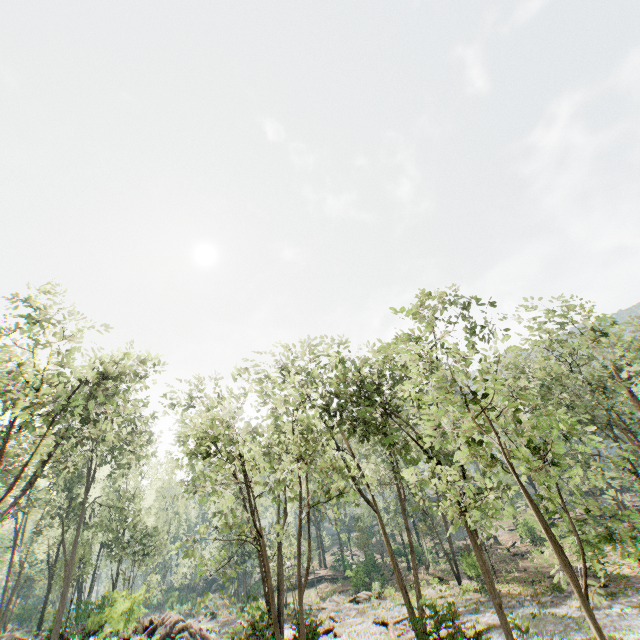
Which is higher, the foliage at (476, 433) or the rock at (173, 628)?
the foliage at (476, 433)

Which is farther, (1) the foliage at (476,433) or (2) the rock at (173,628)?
(2) the rock at (173,628)

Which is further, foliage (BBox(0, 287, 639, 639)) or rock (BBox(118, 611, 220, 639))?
rock (BBox(118, 611, 220, 639))

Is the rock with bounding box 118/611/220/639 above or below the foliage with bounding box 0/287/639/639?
below

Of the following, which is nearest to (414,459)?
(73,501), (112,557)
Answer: (112,557)
